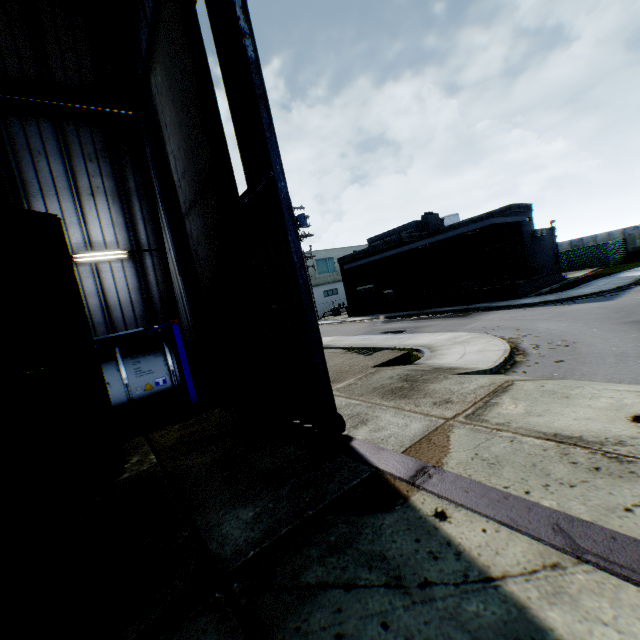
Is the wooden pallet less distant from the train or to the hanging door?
the hanging door

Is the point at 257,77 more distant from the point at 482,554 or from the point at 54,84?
the point at 54,84

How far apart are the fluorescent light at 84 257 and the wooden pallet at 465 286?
23.7m

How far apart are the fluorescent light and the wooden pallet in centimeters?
2369cm

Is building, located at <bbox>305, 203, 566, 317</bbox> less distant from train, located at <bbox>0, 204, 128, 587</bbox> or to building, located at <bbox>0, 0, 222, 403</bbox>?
building, located at <bbox>0, 0, 222, 403</bbox>

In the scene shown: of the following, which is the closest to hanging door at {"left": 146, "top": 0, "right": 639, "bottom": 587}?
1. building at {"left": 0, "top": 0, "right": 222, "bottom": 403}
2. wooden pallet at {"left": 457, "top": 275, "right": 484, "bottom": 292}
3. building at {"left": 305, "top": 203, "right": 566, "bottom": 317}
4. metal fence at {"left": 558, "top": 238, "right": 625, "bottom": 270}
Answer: building at {"left": 0, "top": 0, "right": 222, "bottom": 403}

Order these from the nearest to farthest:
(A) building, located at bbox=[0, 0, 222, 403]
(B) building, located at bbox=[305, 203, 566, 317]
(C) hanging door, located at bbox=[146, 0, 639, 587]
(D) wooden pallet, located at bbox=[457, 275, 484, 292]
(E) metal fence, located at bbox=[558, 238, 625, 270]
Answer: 1. (C) hanging door, located at bbox=[146, 0, 639, 587]
2. (A) building, located at bbox=[0, 0, 222, 403]
3. (B) building, located at bbox=[305, 203, 566, 317]
4. (D) wooden pallet, located at bbox=[457, 275, 484, 292]
5. (E) metal fence, located at bbox=[558, 238, 625, 270]

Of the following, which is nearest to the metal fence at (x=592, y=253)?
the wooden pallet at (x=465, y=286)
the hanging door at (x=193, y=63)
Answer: the hanging door at (x=193, y=63)
